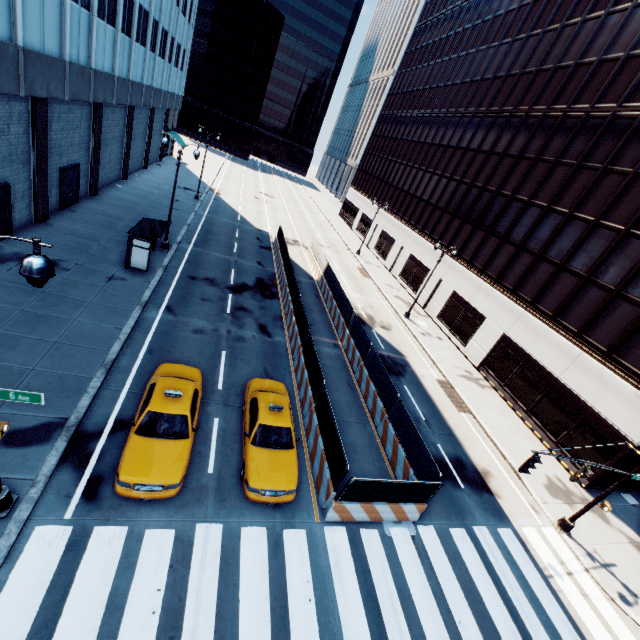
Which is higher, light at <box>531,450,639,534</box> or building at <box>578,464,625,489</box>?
building at <box>578,464,625,489</box>

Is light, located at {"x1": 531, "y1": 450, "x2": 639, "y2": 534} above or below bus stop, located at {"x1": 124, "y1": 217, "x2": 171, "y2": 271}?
below

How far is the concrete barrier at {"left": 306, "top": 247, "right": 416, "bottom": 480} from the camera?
13.9m

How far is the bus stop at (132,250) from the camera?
18.55m

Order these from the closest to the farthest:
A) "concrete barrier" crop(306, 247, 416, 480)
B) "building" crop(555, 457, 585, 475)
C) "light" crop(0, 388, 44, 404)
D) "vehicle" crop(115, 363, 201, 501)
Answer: "light" crop(0, 388, 44, 404), "vehicle" crop(115, 363, 201, 501), "concrete barrier" crop(306, 247, 416, 480), "building" crop(555, 457, 585, 475)

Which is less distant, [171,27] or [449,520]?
[449,520]

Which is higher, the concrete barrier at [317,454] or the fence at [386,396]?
the fence at [386,396]

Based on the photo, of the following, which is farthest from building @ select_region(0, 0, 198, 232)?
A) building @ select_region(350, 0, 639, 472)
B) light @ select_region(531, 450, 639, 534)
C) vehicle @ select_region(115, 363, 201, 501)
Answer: building @ select_region(350, 0, 639, 472)
